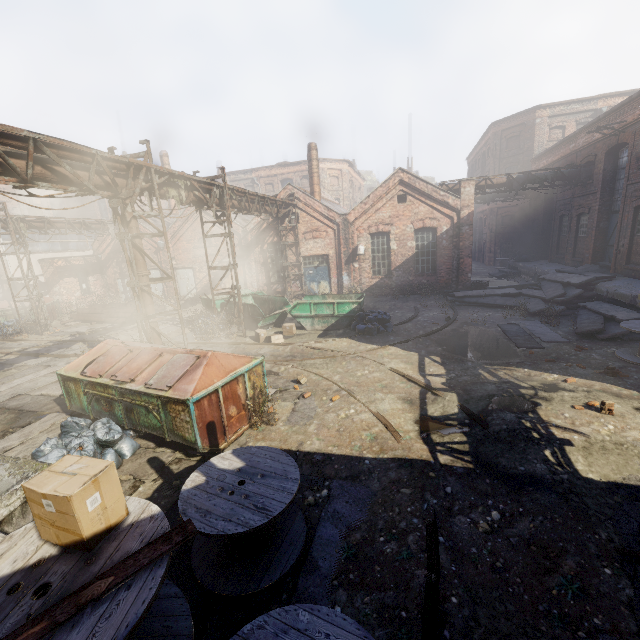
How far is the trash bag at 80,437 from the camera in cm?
580

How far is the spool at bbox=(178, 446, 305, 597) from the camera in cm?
373

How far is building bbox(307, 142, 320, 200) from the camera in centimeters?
2166cm

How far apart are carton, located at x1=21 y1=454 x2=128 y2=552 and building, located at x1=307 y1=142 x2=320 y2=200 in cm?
2194

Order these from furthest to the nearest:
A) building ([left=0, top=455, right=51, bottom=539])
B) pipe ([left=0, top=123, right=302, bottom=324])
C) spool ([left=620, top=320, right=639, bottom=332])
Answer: spool ([left=620, top=320, right=639, bottom=332]), pipe ([left=0, top=123, right=302, bottom=324]), building ([left=0, top=455, right=51, bottom=539])

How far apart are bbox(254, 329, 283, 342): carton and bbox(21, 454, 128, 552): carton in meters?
10.5

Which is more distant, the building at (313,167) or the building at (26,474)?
→ the building at (313,167)

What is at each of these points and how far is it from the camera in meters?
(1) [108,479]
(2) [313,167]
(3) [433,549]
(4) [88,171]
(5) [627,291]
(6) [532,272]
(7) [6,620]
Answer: (1) carton, 2.4
(2) building, 22.0
(3) track, 4.1
(4) pipe, 7.9
(5) building, 12.2
(6) building, 23.4
(7) spool, 1.9
